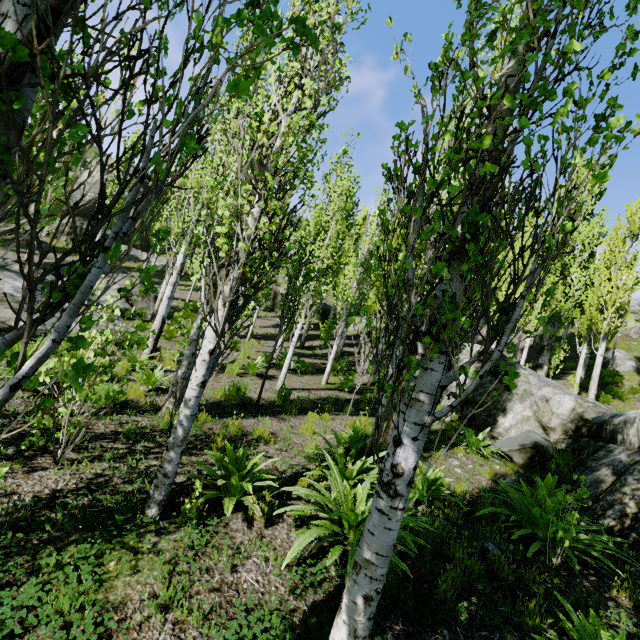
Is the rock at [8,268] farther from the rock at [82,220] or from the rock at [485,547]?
the rock at [82,220]

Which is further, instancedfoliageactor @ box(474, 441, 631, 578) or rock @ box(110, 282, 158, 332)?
rock @ box(110, 282, 158, 332)

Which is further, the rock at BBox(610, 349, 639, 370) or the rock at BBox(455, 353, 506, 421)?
the rock at BBox(610, 349, 639, 370)

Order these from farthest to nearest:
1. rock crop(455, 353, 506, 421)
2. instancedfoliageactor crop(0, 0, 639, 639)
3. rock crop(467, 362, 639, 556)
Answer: rock crop(455, 353, 506, 421) < rock crop(467, 362, 639, 556) < instancedfoliageactor crop(0, 0, 639, 639)

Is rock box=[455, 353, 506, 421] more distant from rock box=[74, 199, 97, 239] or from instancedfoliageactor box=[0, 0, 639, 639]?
rock box=[74, 199, 97, 239]

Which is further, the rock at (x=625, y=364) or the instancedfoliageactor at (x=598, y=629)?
the rock at (x=625, y=364)

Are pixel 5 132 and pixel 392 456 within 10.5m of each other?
yes

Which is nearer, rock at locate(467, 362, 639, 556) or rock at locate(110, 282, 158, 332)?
rock at locate(467, 362, 639, 556)
